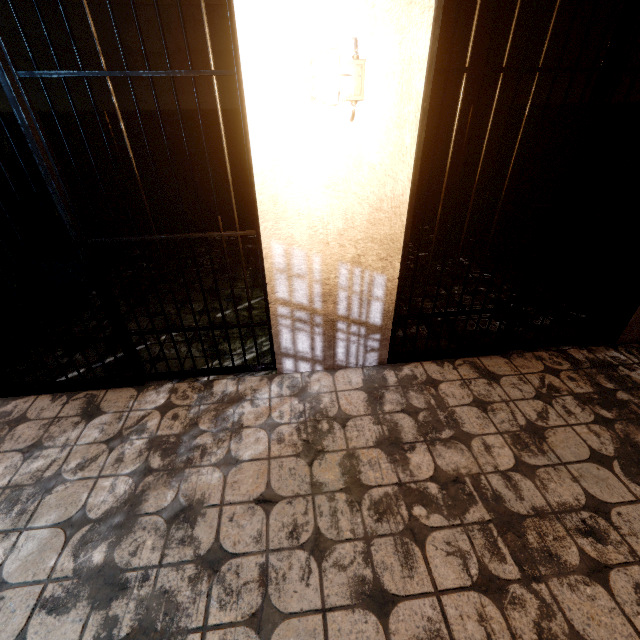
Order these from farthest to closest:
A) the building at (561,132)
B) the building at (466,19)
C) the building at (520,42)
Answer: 1. the building at (466,19)
2. the building at (520,42)
3. the building at (561,132)

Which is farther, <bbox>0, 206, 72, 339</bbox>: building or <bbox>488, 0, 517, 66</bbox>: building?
<bbox>488, 0, 517, 66</bbox>: building

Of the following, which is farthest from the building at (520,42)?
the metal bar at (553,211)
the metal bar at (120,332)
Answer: the metal bar at (120,332)

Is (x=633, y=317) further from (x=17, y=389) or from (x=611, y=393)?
(x=17, y=389)

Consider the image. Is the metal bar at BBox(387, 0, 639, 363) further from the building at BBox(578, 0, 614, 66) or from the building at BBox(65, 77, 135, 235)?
the building at BBox(65, 77, 135, 235)

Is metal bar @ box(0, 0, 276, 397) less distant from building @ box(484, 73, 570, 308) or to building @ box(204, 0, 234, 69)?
building @ box(204, 0, 234, 69)

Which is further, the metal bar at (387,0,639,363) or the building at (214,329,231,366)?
the building at (214,329,231,366)

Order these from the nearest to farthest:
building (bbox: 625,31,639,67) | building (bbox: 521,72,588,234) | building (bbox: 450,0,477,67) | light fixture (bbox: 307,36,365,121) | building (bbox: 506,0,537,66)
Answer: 1. light fixture (bbox: 307,36,365,121)
2. building (bbox: 625,31,639,67)
3. building (bbox: 521,72,588,234)
4. building (bbox: 506,0,537,66)
5. building (bbox: 450,0,477,67)
